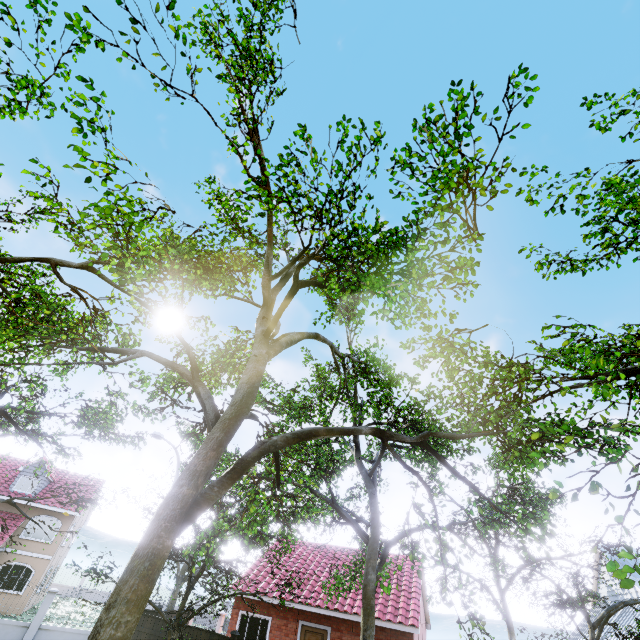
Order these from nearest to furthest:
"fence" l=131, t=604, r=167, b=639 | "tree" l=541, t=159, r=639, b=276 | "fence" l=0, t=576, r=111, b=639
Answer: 1. "tree" l=541, t=159, r=639, b=276
2. "fence" l=131, t=604, r=167, b=639
3. "fence" l=0, t=576, r=111, b=639

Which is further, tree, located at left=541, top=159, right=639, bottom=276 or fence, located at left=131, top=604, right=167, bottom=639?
fence, located at left=131, top=604, right=167, bottom=639

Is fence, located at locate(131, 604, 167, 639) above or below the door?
below

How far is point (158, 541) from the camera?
4.3m

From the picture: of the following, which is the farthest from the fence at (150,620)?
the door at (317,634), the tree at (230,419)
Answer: the door at (317,634)

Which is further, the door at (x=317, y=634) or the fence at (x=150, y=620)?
the door at (x=317, y=634)

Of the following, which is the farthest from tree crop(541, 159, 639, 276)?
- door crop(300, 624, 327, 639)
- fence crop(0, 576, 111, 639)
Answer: door crop(300, 624, 327, 639)
